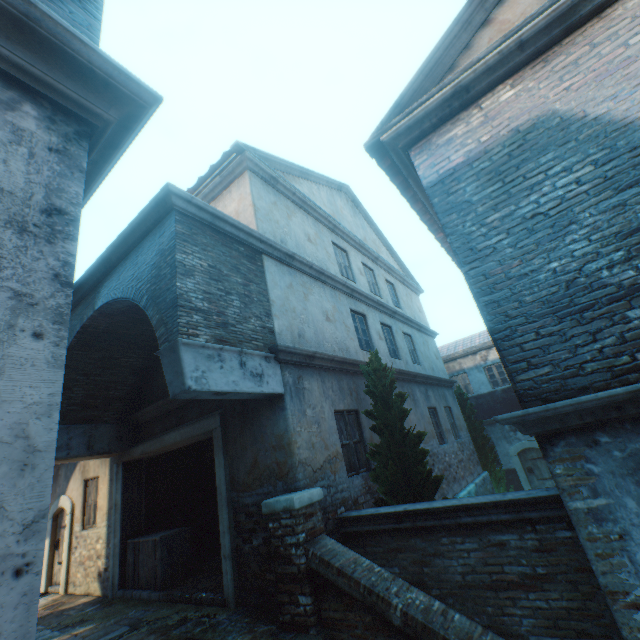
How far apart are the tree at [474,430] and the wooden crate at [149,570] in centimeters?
1214cm

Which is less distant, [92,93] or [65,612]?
[92,93]

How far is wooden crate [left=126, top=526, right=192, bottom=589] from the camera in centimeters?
697cm

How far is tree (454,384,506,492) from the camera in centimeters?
1410cm

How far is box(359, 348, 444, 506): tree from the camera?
5.8m

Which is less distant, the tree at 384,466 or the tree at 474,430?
the tree at 384,466

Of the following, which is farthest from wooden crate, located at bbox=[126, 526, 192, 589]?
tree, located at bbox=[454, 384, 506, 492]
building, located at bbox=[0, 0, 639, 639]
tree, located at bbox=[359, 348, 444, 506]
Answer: tree, located at bbox=[454, 384, 506, 492]
